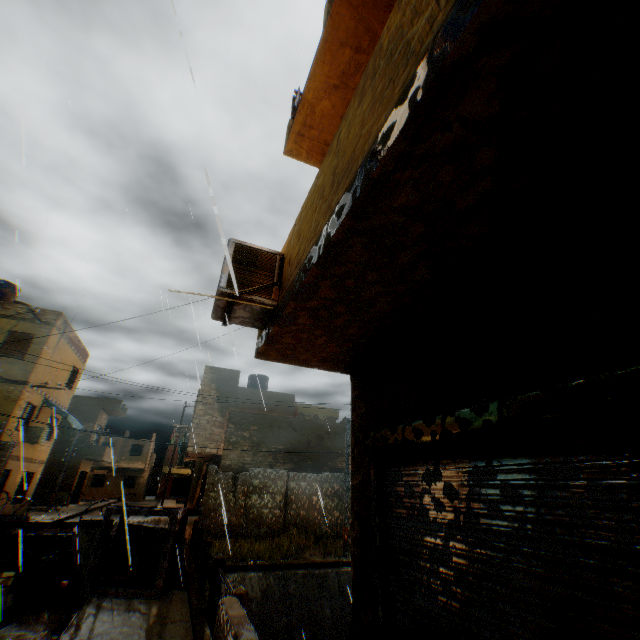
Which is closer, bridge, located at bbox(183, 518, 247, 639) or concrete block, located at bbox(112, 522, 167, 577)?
bridge, located at bbox(183, 518, 247, 639)

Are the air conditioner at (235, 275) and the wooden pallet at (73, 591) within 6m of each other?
no

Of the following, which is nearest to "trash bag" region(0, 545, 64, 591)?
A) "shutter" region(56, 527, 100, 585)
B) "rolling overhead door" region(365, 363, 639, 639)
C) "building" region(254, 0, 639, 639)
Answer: "shutter" region(56, 527, 100, 585)

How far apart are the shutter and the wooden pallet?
0.3m

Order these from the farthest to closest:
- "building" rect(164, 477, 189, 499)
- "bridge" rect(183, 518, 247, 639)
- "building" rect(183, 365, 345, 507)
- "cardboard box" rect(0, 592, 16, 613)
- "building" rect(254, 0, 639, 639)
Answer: "building" rect(164, 477, 189, 499), "building" rect(183, 365, 345, 507), "cardboard box" rect(0, 592, 16, 613), "bridge" rect(183, 518, 247, 639), "building" rect(254, 0, 639, 639)

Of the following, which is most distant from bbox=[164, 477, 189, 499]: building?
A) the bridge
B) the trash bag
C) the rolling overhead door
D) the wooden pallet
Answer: the wooden pallet

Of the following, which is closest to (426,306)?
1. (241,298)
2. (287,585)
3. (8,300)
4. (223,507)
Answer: (241,298)

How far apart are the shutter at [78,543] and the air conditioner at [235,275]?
8.2m
